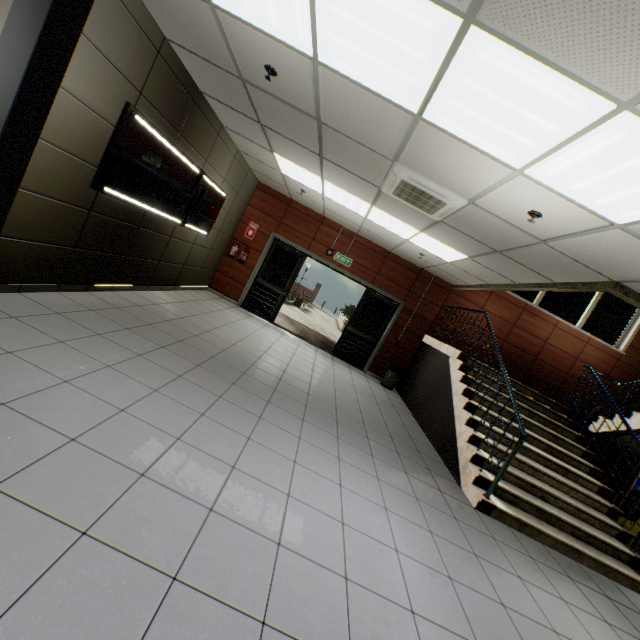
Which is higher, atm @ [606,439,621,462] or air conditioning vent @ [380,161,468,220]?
air conditioning vent @ [380,161,468,220]

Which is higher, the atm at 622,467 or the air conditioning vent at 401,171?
the air conditioning vent at 401,171

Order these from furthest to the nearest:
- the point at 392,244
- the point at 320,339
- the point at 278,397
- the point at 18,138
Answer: the point at 320,339 < the point at 392,244 < the point at 278,397 < the point at 18,138

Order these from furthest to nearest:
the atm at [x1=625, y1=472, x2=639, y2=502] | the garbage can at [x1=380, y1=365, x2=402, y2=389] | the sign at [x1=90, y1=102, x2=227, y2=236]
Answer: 1. the garbage can at [x1=380, y1=365, x2=402, y2=389]
2. the atm at [x1=625, y1=472, x2=639, y2=502]
3. the sign at [x1=90, y1=102, x2=227, y2=236]

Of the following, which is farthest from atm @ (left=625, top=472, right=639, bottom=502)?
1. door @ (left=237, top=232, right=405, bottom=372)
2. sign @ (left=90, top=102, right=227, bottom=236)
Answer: Result: sign @ (left=90, top=102, right=227, bottom=236)

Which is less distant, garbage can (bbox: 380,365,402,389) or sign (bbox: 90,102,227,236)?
sign (bbox: 90,102,227,236)

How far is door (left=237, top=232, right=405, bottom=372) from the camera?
8.9m

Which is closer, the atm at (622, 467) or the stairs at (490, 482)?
the stairs at (490, 482)
